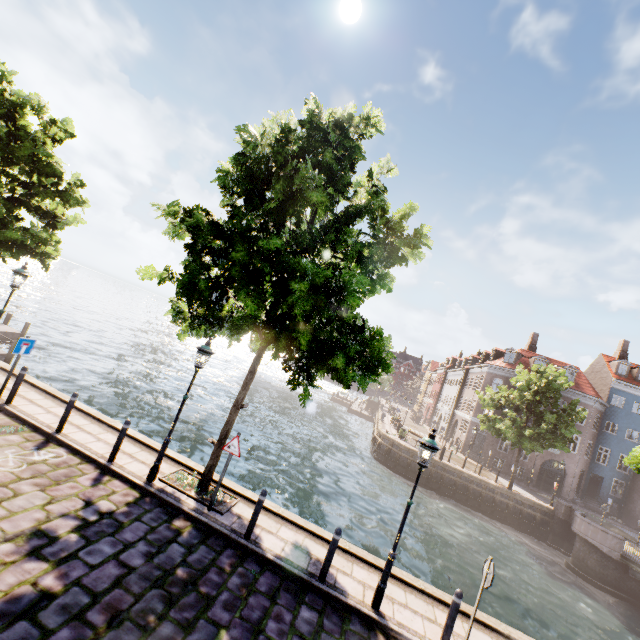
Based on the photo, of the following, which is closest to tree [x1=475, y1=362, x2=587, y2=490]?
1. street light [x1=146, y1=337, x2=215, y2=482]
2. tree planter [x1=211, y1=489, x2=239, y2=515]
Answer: tree planter [x1=211, y1=489, x2=239, y2=515]

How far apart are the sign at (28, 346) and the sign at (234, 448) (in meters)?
6.67

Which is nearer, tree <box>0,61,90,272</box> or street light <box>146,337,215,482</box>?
street light <box>146,337,215,482</box>

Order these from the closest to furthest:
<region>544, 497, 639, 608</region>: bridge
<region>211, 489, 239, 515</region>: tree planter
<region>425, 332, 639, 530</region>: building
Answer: <region>211, 489, 239, 515</region>: tree planter
<region>544, 497, 639, 608</region>: bridge
<region>425, 332, 639, 530</region>: building

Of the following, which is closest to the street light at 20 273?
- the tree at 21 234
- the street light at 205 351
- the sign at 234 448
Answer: the tree at 21 234

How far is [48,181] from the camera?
14.23m

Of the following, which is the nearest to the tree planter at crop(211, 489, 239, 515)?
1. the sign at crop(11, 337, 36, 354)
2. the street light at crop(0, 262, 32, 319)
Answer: the sign at crop(11, 337, 36, 354)

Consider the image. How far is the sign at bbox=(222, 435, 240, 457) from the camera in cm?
795
